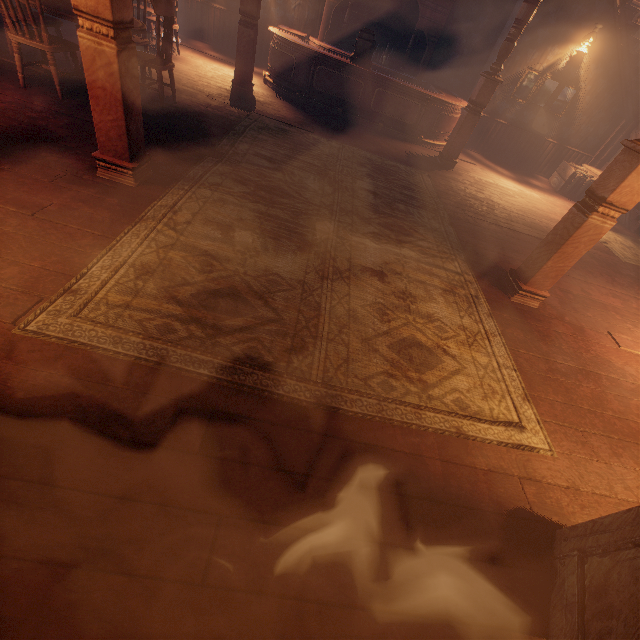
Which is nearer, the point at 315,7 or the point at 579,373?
the point at 579,373

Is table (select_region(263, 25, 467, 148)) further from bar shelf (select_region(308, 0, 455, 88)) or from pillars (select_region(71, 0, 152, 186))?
pillars (select_region(71, 0, 152, 186))

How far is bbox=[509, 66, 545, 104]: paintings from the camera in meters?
7.8

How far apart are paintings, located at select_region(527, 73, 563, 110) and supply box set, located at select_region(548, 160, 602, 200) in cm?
113

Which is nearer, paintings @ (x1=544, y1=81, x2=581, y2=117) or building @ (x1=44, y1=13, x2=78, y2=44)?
building @ (x1=44, y1=13, x2=78, y2=44)

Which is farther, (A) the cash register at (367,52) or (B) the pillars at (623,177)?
(A) the cash register at (367,52)

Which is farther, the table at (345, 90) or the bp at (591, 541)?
the table at (345, 90)
